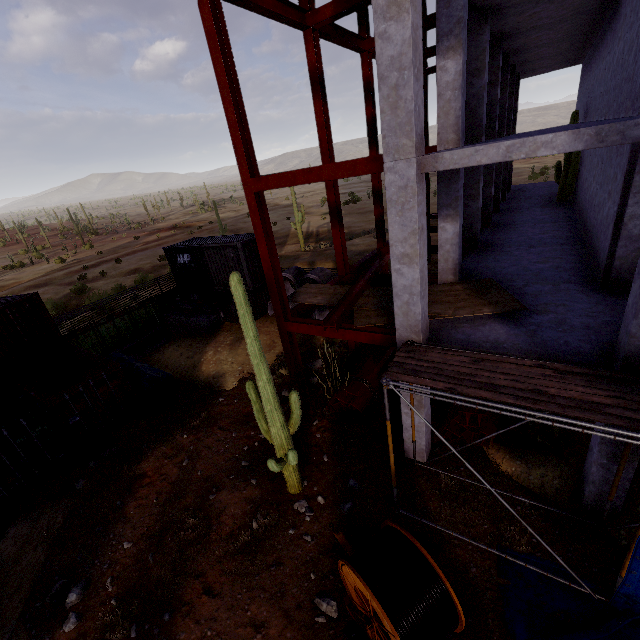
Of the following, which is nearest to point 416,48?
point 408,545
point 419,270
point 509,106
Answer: point 419,270

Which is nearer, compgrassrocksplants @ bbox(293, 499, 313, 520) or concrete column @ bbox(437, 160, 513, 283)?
compgrassrocksplants @ bbox(293, 499, 313, 520)

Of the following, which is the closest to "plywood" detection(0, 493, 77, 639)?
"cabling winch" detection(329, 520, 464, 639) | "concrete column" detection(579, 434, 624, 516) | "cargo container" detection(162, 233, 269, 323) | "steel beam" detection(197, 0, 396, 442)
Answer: "cabling winch" detection(329, 520, 464, 639)

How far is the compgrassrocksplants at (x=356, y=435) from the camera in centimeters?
916cm

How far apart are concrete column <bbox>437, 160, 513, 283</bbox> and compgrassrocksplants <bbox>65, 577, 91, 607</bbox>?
15.8 meters

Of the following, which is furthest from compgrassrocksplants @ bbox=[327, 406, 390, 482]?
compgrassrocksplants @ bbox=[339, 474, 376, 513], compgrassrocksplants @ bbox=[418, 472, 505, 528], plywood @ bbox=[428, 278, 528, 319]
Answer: plywood @ bbox=[428, 278, 528, 319]

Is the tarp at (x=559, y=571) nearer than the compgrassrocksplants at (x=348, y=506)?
Yes

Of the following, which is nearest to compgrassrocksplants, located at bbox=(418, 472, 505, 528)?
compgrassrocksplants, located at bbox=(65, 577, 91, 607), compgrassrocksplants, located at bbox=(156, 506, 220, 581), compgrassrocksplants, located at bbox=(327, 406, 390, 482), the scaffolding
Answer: the scaffolding
